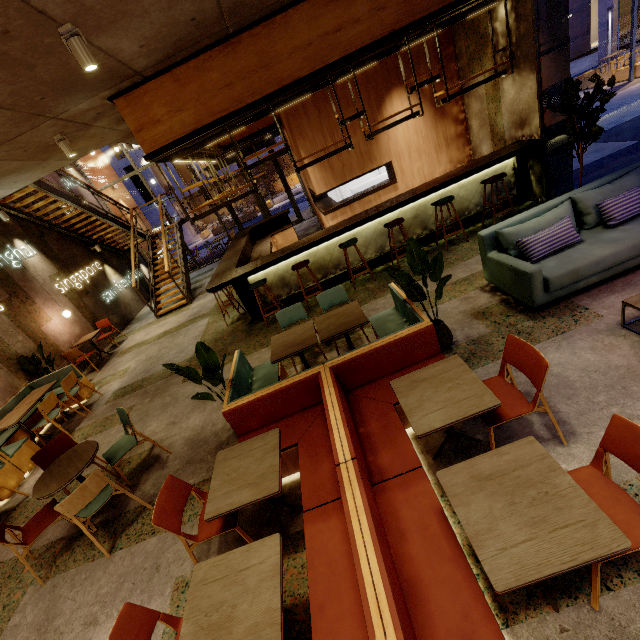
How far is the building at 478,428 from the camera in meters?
2.8 m

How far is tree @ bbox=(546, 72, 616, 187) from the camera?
4.13m

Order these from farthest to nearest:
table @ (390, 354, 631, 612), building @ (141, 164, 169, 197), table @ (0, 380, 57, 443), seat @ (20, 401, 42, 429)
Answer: building @ (141, 164, 169, 197), seat @ (20, 401, 42, 429), table @ (0, 380, 57, 443), table @ (390, 354, 631, 612)

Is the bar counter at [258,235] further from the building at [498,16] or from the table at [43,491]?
the table at [43,491]

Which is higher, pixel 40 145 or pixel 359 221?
pixel 40 145

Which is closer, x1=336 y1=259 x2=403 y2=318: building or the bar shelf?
the bar shelf

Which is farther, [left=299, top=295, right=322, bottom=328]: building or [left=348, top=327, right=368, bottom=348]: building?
[left=299, top=295, right=322, bottom=328]: building

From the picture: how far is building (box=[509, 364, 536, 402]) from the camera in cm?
307
